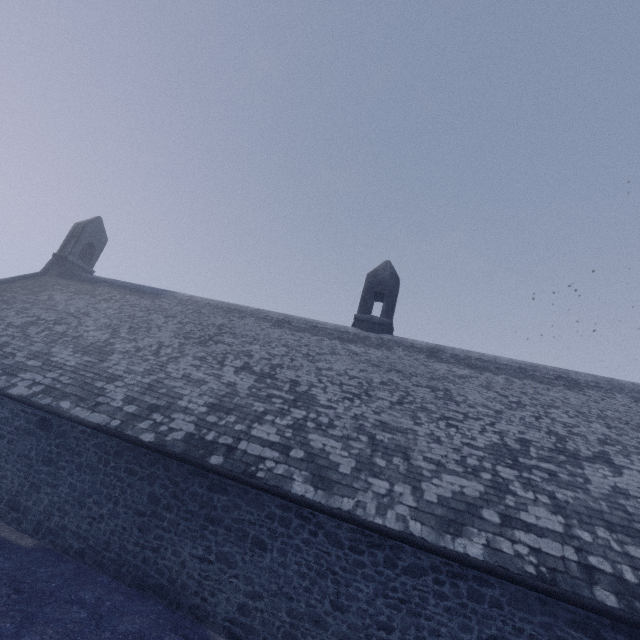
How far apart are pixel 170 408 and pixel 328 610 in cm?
624
